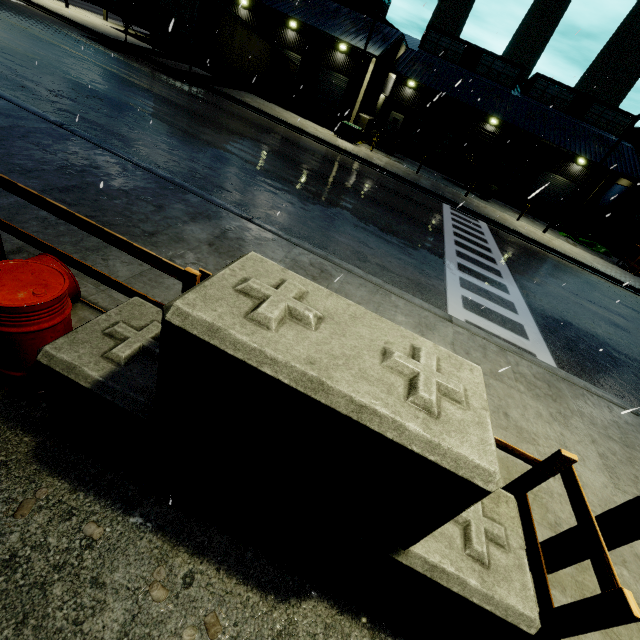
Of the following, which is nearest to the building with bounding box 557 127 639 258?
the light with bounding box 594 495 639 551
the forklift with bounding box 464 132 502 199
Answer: the forklift with bounding box 464 132 502 199

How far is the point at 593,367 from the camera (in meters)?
8.38

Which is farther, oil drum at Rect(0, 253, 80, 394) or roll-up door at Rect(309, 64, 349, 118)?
roll-up door at Rect(309, 64, 349, 118)

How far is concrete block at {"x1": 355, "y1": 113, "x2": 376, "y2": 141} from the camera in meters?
26.3 m

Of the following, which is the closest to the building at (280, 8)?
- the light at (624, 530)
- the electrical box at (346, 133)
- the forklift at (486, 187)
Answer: the forklift at (486, 187)

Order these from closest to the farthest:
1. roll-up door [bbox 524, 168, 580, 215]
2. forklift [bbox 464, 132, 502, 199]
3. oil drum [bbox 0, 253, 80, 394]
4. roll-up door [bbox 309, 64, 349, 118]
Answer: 1. oil drum [bbox 0, 253, 80, 394]
2. forklift [bbox 464, 132, 502, 199]
3. roll-up door [bbox 309, 64, 349, 118]
4. roll-up door [bbox 524, 168, 580, 215]

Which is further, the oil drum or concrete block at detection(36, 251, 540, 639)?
the oil drum

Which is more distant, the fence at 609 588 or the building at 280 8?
the building at 280 8
